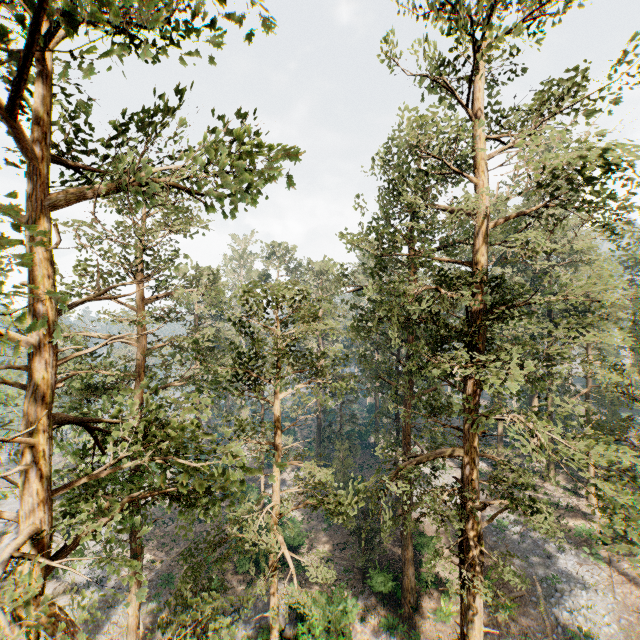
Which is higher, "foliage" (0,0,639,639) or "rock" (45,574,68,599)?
"foliage" (0,0,639,639)

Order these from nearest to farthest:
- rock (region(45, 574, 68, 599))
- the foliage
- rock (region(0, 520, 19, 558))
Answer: the foliage, rock (region(45, 574, 68, 599)), rock (region(0, 520, 19, 558))

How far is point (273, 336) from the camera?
17.0m

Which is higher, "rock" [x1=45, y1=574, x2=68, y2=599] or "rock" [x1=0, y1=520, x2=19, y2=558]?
"rock" [x1=0, y1=520, x2=19, y2=558]

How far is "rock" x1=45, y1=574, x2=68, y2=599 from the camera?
24.1m

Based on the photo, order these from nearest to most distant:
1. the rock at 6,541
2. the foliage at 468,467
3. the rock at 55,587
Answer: the foliage at 468,467 < the rock at 55,587 < the rock at 6,541

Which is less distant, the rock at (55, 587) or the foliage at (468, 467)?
the foliage at (468, 467)
